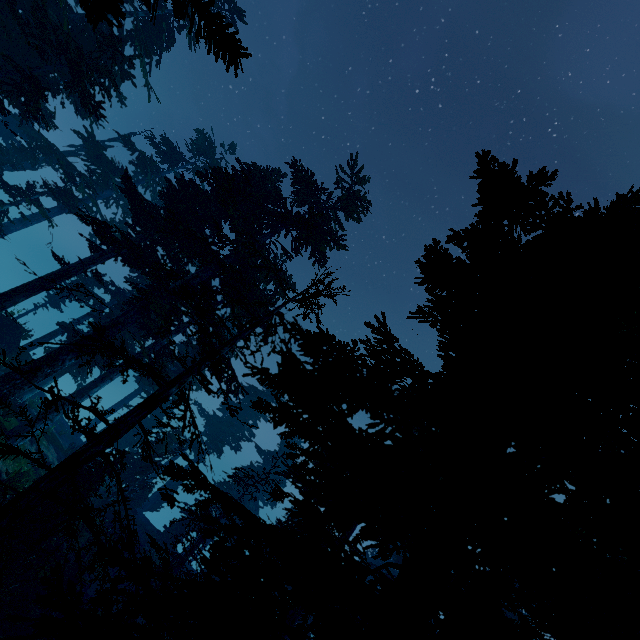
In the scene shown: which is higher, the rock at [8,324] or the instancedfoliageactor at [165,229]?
the instancedfoliageactor at [165,229]

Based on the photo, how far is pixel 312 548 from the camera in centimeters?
508cm

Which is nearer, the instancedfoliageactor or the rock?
the instancedfoliageactor

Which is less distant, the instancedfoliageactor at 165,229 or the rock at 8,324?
the instancedfoliageactor at 165,229

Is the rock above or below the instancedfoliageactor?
below
